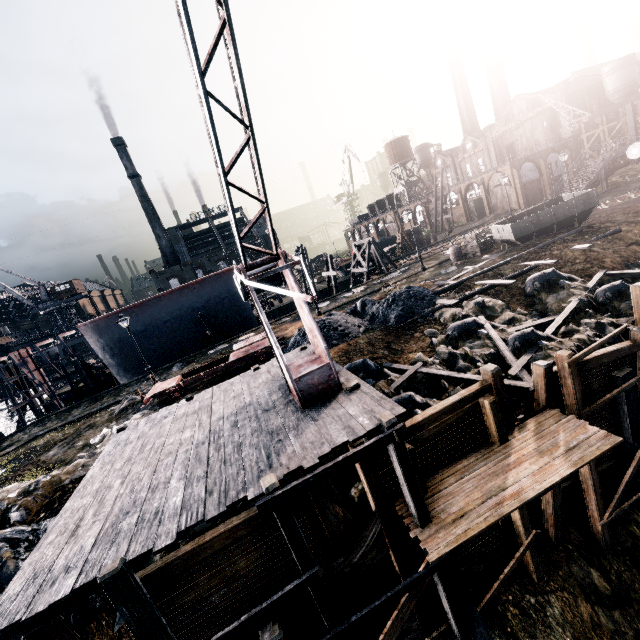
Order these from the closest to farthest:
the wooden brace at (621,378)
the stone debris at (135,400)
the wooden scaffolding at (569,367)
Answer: the wooden scaffolding at (569,367) < the wooden brace at (621,378) < the stone debris at (135,400)

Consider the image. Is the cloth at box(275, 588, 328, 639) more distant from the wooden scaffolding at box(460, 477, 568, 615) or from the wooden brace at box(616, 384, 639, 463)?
the wooden brace at box(616, 384, 639, 463)

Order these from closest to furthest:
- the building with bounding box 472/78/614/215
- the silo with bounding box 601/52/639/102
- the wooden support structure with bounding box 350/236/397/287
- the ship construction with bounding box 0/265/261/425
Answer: the ship construction with bounding box 0/265/261/425 < the wooden support structure with bounding box 350/236/397/287 < the silo with bounding box 601/52/639/102 < the building with bounding box 472/78/614/215

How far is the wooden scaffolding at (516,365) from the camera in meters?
10.8

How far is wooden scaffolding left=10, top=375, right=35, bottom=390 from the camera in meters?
35.2

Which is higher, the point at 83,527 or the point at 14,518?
the point at 83,527

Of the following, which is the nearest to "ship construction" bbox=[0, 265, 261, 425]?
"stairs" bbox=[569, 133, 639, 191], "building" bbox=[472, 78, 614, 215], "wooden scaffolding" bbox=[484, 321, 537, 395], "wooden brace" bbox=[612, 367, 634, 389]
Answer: "wooden scaffolding" bbox=[484, 321, 537, 395]

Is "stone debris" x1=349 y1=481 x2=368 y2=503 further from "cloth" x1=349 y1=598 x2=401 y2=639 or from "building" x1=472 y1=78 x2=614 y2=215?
"building" x1=472 y1=78 x2=614 y2=215
